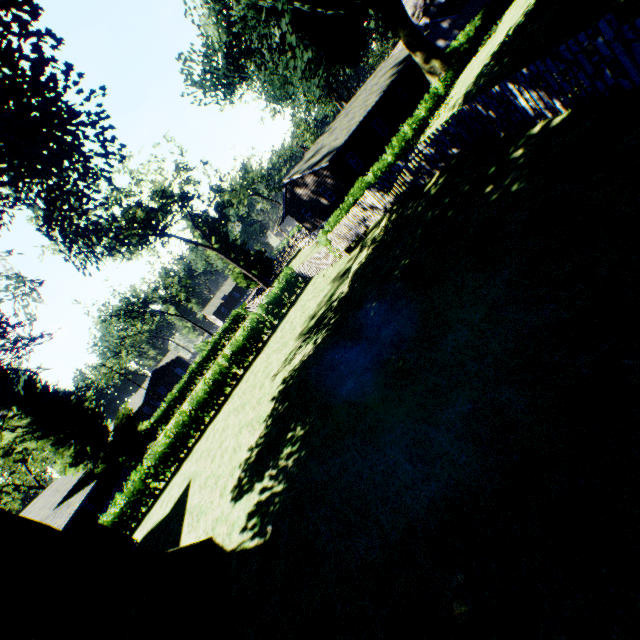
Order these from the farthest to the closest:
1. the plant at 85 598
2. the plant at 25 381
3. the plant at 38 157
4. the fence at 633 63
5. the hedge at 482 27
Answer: the hedge at 482 27 → the plant at 25 381 → the plant at 38 157 → the plant at 85 598 → the fence at 633 63

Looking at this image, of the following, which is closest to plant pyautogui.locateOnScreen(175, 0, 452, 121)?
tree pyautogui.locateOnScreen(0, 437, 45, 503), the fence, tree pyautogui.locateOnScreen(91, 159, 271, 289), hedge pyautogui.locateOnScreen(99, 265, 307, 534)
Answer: → the fence

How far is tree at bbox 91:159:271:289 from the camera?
28.66m

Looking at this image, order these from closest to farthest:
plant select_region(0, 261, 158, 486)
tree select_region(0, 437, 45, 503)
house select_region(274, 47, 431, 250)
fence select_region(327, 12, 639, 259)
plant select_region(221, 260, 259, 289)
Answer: fence select_region(327, 12, 639, 259), plant select_region(0, 261, 158, 486), house select_region(274, 47, 431, 250), tree select_region(0, 437, 45, 503), plant select_region(221, 260, 259, 289)

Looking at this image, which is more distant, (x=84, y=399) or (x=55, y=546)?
(x=84, y=399)

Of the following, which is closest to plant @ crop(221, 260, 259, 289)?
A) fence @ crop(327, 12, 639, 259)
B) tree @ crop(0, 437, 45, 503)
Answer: fence @ crop(327, 12, 639, 259)

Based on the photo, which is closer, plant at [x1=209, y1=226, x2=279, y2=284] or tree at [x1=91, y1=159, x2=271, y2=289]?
tree at [x1=91, y1=159, x2=271, y2=289]

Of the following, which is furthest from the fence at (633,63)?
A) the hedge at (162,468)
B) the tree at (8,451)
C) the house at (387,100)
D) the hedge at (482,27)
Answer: the tree at (8,451)
